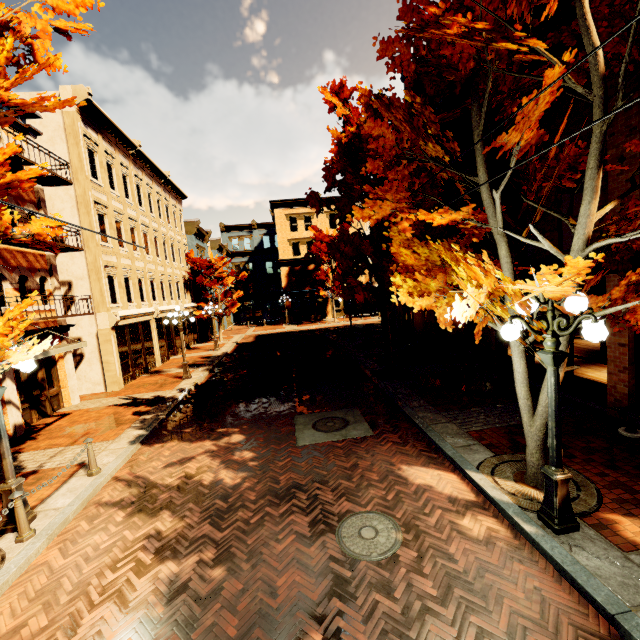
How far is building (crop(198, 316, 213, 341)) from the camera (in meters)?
30.41

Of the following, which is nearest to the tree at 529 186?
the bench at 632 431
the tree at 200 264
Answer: the tree at 200 264

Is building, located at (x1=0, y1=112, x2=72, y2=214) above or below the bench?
above

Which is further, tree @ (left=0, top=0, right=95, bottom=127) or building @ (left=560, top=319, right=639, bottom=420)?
building @ (left=560, top=319, right=639, bottom=420)

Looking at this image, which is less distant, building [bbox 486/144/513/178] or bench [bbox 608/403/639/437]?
bench [bbox 608/403/639/437]

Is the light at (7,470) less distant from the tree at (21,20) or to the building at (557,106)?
the tree at (21,20)

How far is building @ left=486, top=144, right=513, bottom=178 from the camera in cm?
1092

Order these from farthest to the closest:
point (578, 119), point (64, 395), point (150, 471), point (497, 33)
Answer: point (64, 395)
point (578, 119)
point (150, 471)
point (497, 33)
